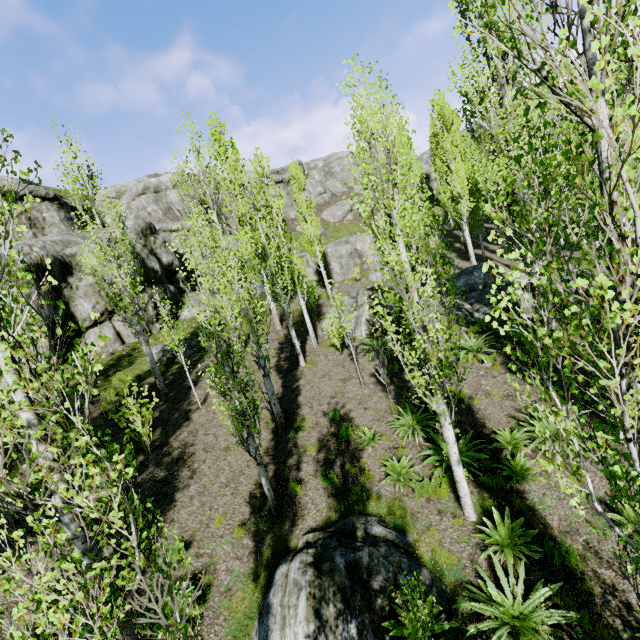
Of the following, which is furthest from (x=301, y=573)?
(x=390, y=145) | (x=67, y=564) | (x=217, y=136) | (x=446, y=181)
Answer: (x=446, y=181)

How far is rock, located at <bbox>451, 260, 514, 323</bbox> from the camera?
16.1 meters

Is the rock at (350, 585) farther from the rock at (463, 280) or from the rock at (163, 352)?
the rock at (163, 352)

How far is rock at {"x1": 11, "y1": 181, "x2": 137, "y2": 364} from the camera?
15.52m

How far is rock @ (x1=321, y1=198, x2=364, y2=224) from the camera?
Answer: 44.8m

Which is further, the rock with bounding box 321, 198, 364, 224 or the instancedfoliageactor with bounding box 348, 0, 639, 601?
the rock with bounding box 321, 198, 364, 224

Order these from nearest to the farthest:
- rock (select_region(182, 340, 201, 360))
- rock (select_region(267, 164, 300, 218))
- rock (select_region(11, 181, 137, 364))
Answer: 1. rock (select_region(11, 181, 137, 364))
2. rock (select_region(182, 340, 201, 360))
3. rock (select_region(267, 164, 300, 218))

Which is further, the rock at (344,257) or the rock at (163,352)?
the rock at (344,257)
